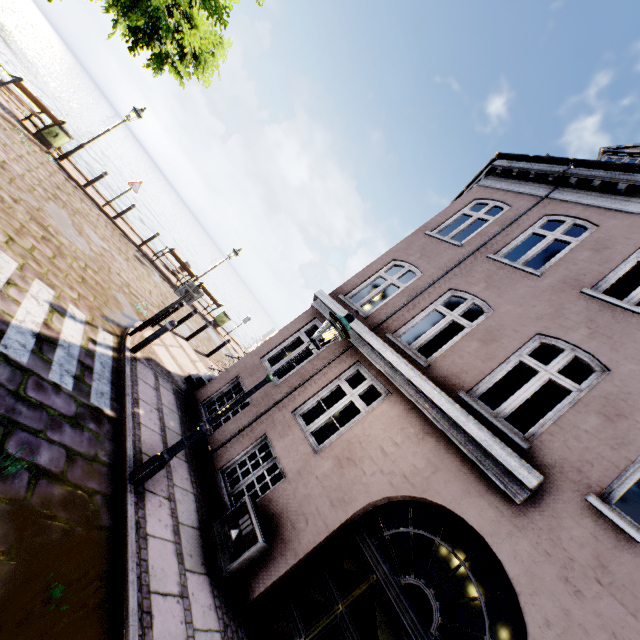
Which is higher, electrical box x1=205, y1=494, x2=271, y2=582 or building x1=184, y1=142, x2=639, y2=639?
building x1=184, y1=142, x2=639, y2=639

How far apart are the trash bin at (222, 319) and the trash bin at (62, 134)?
9.9 meters

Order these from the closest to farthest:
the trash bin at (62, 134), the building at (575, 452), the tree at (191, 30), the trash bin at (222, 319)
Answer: the building at (575, 452)
the tree at (191, 30)
the trash bin at (62, 134)
the trash bin at (222, 319)

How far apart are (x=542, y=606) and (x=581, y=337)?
3.9 meters

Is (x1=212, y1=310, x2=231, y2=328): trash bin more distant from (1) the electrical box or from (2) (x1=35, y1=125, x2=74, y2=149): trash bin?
(1) the electrical box

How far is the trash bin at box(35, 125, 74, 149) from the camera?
11.54m

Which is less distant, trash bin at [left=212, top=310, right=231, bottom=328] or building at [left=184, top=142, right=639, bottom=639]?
building at [left=184, top=142, right=639, bottom=639]

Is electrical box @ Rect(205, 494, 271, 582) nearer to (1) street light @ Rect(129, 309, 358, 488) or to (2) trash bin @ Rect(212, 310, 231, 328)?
(1) street light @ Rect(129, 309, 358, 488)
